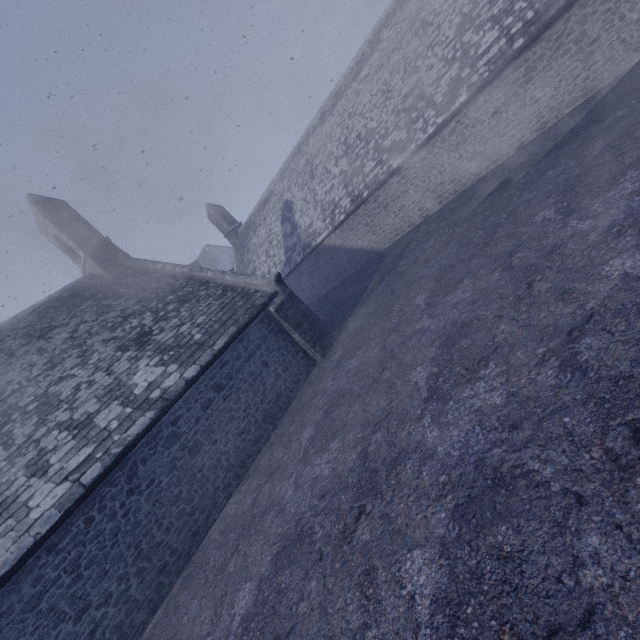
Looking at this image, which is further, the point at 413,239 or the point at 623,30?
the point at 413,239
